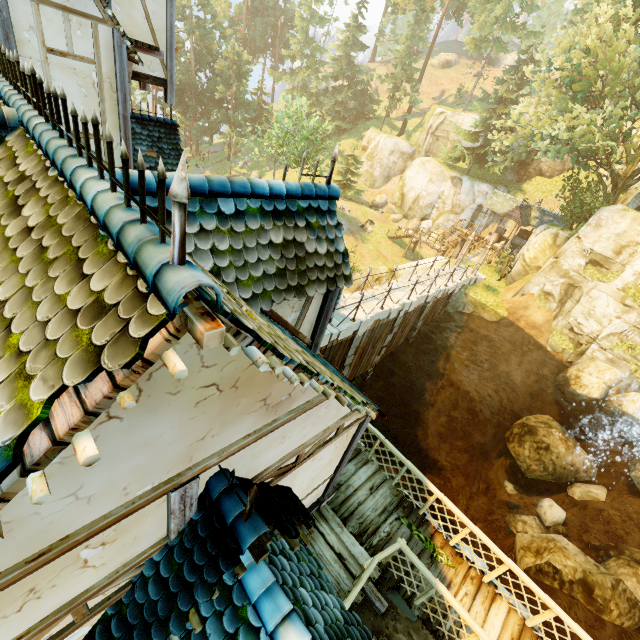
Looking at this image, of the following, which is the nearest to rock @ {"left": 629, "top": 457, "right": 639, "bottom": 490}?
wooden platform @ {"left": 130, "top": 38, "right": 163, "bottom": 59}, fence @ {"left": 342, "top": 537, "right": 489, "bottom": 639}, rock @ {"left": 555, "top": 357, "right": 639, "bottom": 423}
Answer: rock @ {"left": 555, "top": 357, "right": 639, "bottom": 423}

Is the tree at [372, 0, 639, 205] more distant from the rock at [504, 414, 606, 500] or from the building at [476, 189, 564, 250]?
the rock at [504, 414, 606, 500]

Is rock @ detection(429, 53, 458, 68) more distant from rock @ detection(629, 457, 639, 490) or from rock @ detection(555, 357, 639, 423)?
rock @ detection(629, 457, 639, 490)

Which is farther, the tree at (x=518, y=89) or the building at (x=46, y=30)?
the tree at (x=518, y=89)

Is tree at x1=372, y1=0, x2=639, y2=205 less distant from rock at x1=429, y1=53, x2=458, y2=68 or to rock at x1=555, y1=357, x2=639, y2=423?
rock at x1=429, y1=53, x2=458, y2=68

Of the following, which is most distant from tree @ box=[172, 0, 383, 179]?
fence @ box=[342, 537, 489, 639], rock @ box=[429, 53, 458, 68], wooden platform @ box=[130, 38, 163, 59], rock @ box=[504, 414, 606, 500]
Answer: wooden platform @ box=[130, 38, 163, 59]

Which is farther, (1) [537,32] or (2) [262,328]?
(1) [537,32]

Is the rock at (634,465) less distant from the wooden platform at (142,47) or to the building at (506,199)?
the building at (506,199)
